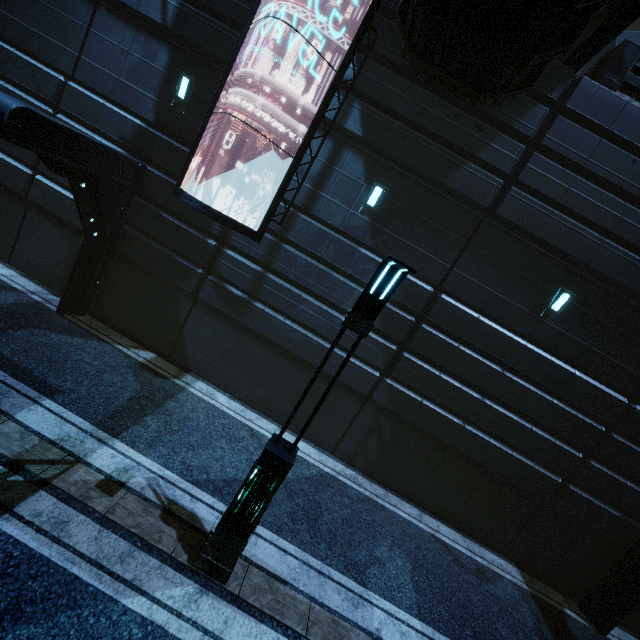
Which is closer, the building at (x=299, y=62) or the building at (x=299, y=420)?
the building at (x=299, y=62)

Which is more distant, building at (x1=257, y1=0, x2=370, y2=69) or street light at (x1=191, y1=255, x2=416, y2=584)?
building at (x1=257, y1=0, x2=370, y2=69)

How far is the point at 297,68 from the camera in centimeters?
825cm

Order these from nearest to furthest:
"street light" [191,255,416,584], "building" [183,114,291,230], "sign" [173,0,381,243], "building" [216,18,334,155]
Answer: "street light" [191,255,416,584], "sign" [173,0,381,243], "building" [216,18,334,155], "building" [183,114,291,230]

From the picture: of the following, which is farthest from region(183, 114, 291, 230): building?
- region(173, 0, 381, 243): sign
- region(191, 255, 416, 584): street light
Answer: region(191, 255, 416, 584): street light

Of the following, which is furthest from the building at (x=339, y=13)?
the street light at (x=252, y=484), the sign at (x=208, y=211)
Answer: the street light at (x=252, y=484)

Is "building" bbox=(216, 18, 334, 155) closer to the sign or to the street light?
the sign
